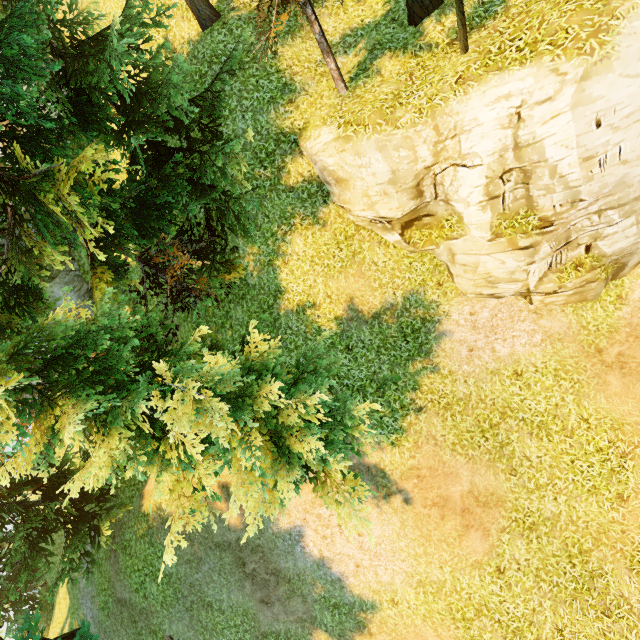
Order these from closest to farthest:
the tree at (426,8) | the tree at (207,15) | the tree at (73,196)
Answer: the tree at (73,196), the tree at (426,8), the tree at (207,15)

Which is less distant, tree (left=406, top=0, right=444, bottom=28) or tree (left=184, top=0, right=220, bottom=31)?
tree (left=406, top=0, right=444, bottom=28)

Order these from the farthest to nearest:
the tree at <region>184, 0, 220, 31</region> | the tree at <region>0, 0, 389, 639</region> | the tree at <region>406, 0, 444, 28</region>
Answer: the tree at <region>184, 0, 220, 31</region> → the tree at <region>406, 0, 444, 28</region> → the tree at <region>0, 0, 389, 639</region>

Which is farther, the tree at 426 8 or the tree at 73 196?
the tree at 426 8

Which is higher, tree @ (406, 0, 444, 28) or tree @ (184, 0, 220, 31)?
tree @ (184, 0, 220, 31)

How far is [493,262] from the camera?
9.4 meters
